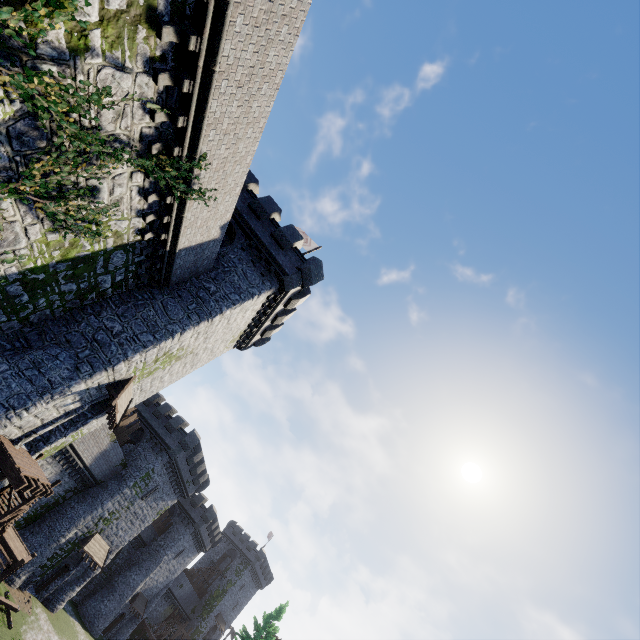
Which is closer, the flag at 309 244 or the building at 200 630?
the flag at 309 244

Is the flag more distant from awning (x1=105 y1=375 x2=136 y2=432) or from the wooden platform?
the wooden platform

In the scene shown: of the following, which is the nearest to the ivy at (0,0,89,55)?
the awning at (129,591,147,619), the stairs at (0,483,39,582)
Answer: the stairs at (0,483,39,582)

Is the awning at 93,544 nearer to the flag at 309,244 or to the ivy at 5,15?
the ivy at 5,15

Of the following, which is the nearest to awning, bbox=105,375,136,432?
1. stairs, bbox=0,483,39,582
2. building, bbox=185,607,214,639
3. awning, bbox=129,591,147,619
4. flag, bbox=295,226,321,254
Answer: stairs, bbox=0,483,39,582

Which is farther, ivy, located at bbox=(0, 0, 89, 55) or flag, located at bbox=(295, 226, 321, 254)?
flag, located at bbox=(295, 226, 321, 254)

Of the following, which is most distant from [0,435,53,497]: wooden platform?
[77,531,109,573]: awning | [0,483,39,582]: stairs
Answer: [77,531,109,573]: awning

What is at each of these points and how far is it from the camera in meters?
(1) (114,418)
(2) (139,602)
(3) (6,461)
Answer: (1) awning, 17.3
(2) awning, 42.8
(3) wooden platform, 11.5
